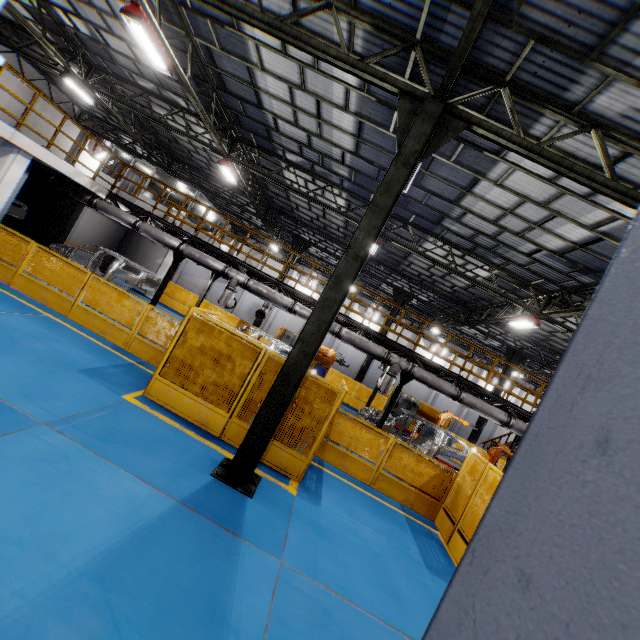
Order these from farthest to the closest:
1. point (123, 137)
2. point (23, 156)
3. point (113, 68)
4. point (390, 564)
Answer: point (123, 137), point (113, 68), point (23, 156), point (390, 564)

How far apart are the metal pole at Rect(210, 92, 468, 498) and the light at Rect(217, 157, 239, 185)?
10.1 meters

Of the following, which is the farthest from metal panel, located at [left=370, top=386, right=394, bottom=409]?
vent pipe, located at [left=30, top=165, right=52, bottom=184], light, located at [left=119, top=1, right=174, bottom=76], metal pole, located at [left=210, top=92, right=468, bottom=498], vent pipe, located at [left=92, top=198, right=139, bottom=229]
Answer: light, located at [left=119, top=1, right=174, bottom=76]

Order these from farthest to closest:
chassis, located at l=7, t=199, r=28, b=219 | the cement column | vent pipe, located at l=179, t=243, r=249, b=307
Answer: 1. the cement column
2. chassis, located at l=7, t=199, r=28, b=219
3. vent pipe, located at l=179, t=243, r=249, b=307

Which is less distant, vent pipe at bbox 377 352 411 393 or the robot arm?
the robot arm

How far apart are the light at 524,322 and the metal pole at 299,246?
12.5 meters

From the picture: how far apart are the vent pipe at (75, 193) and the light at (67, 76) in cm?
446

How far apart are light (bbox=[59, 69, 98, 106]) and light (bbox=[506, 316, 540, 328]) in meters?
22.1
